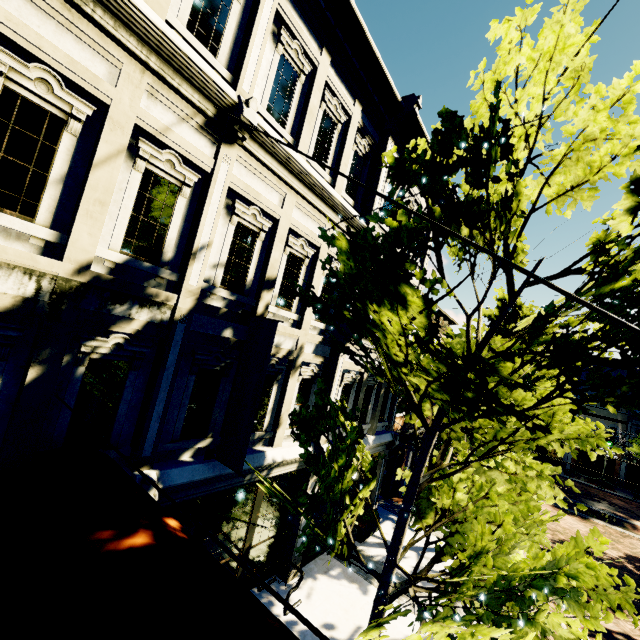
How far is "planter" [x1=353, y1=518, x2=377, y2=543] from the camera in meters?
11.3 m

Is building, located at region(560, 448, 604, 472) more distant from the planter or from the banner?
the banner

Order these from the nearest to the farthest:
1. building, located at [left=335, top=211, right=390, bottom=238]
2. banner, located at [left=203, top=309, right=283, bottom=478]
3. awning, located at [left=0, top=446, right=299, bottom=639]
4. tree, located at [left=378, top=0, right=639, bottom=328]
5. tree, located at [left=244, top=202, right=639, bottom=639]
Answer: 1. awning, located at [left=0, top=446, right=299, bottom=639]
2. tree, located at [left=244, top=202, right=639, bottom=639]
3. tree, located at [left=378, top=0, right=639, bottom=328]
4. banner, located at [left=203, top=309, right=283, bottom=478]
5. building, located at [left=335, top=211, right=390, bottom=238]

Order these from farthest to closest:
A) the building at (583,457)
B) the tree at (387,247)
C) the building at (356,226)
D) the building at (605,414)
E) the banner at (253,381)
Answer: the building at (583,457)
the building at (605,414)
the building at (356,226)
the banner at (253,381)
the tree at (387,247)

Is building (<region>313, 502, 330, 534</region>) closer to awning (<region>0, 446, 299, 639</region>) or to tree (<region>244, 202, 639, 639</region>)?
awning (<region>0, 446, 299, 639</region>)

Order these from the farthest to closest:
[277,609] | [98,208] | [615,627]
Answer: [615,627], [277,609], [98,208]

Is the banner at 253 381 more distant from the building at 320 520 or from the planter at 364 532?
the planter at 364 532

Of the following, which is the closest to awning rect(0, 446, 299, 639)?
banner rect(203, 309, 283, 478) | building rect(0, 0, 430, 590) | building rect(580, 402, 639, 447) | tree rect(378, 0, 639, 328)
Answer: building rect(0, 0, 430, 590)
